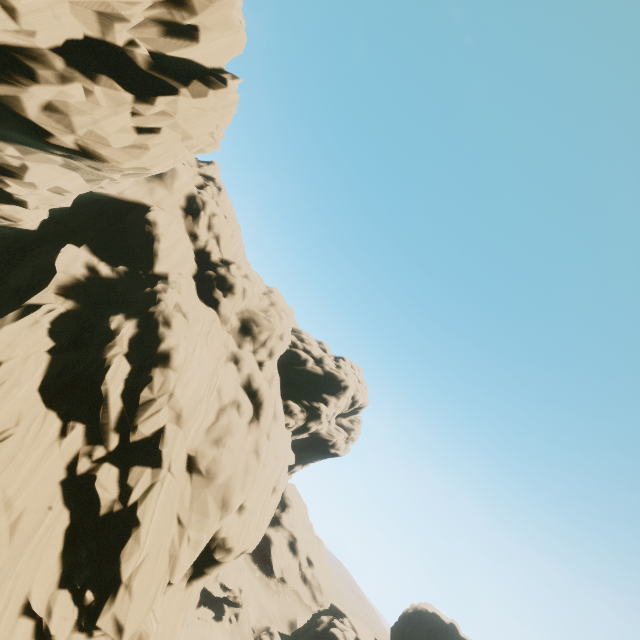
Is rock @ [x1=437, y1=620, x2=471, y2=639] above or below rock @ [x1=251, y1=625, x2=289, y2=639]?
above

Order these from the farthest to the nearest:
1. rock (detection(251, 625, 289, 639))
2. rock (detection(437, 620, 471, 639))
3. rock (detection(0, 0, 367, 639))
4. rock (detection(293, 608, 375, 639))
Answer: rock (detection(437, 620, 471, 639)) → rock (detection(293, 608, 375, 639)) → rock (detection(251, 625, 289, 639)) → rock (detection(0, 0, 367, 639))

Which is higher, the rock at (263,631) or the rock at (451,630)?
→ the rock at (451,630)

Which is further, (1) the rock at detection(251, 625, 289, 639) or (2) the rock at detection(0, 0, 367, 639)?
(1) the rock at detection(251, 625, 289, 639)

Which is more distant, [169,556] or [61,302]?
[61,302]
